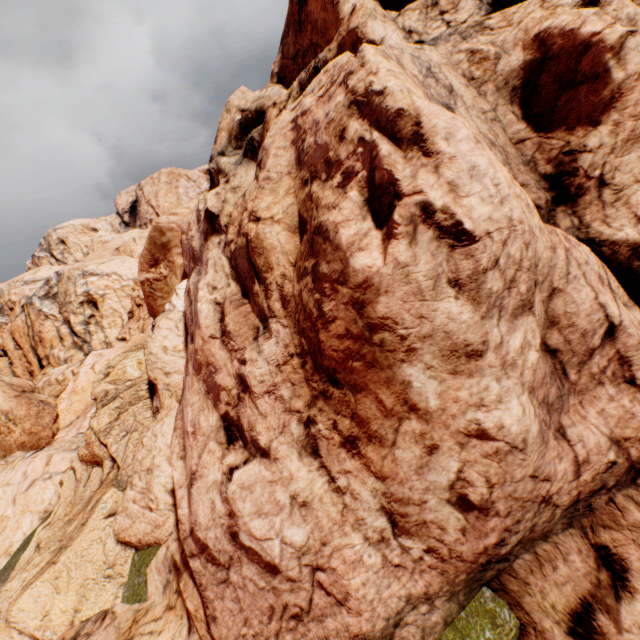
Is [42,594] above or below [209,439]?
below
